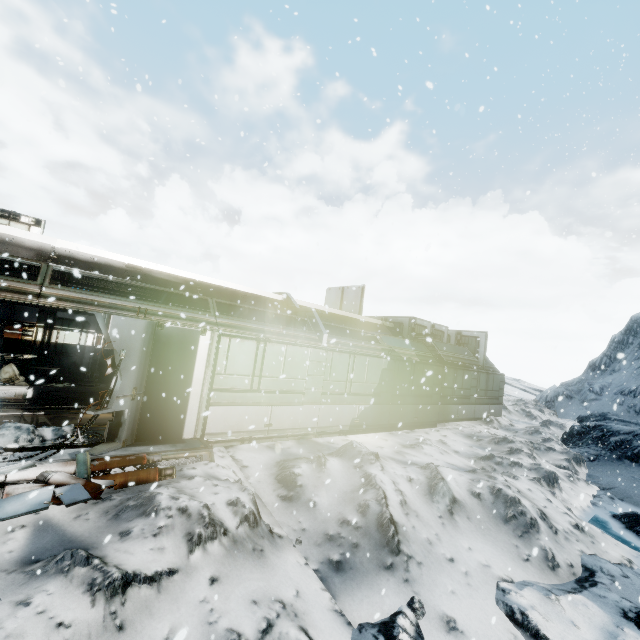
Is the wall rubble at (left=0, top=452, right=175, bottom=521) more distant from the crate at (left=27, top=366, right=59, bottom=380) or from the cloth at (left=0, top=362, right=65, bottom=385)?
the crate at (left=27, top=366, right=59, bottom=380)

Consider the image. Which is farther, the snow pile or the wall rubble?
the snow pile

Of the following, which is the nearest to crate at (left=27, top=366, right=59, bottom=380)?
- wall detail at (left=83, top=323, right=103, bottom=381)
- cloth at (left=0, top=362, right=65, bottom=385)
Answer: cloth at (left=0, top=362, right=65, bottom=385)

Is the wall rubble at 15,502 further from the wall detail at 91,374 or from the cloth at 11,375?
the wall detail at 91,374

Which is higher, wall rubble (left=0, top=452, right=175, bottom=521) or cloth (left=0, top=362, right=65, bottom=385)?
cloth (left=0, top=362, right=65, bottom=385)

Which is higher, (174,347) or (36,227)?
(36,227)

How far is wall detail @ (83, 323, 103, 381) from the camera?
13.01m

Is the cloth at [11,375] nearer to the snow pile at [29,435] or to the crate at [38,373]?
the crate at [38,373]
